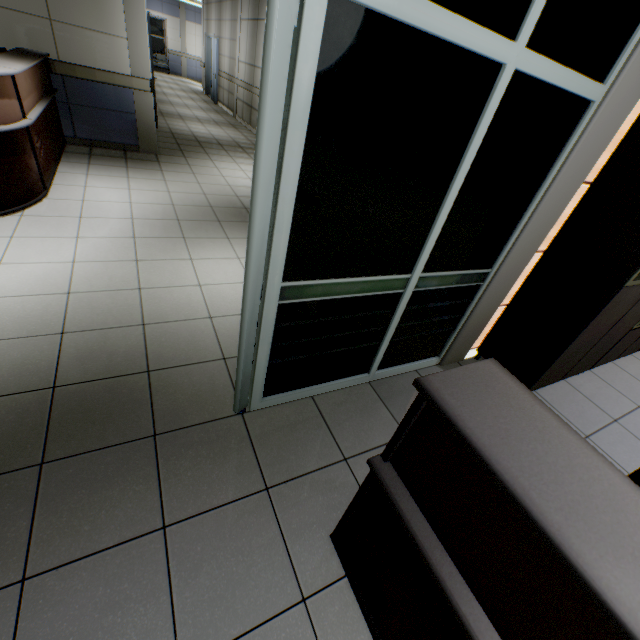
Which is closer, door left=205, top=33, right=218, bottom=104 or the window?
door left=205, top=33, right=218, bottom=104

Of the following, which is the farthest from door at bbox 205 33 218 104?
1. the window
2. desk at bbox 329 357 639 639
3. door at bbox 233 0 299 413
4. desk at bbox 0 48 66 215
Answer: desk at bbox 329 357 639 639

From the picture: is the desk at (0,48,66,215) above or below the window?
below

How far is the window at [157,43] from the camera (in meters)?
17.80

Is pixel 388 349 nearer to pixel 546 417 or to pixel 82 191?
pixel 546 417

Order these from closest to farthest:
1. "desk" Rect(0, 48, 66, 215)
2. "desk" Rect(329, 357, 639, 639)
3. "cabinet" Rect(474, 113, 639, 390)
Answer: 1. "desk" Rect(329, 357, 639, 639)
2. "cabinet" Rect(474, 113, 639, 390)
3. "desk" Rect(0, 48, 66, 215)

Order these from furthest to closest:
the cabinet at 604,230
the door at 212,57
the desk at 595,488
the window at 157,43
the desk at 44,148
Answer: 1. the window at 157,43
2. the door at 212,57
3. the desk at 44,148
4. the cabinet at 604,230
5. the desk at 595,488

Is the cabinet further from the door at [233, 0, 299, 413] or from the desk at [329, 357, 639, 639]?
the door at [233, 0, 299, 413]
